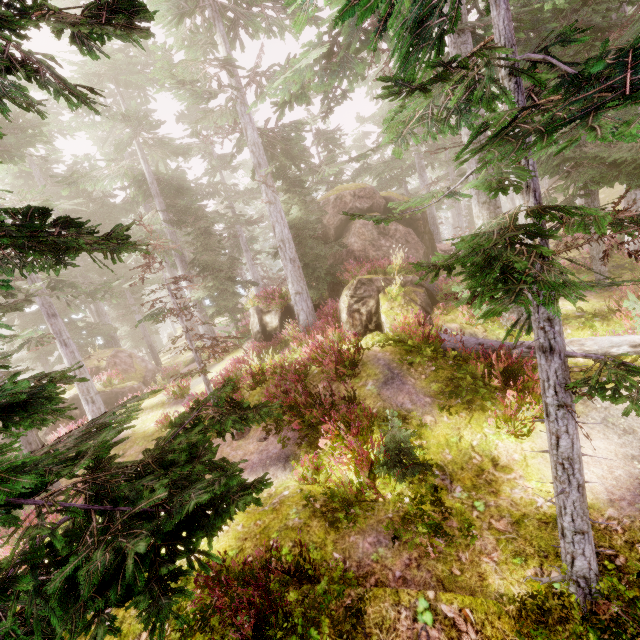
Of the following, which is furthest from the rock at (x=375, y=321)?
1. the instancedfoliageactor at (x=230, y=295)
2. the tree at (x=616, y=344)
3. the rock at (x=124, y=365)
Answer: the rock at (x=124, y=365)

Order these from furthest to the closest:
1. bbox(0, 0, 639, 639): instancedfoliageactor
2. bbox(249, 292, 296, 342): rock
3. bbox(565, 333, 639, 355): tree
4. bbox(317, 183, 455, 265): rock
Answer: bbox(249, 292, 296, 342): rock, bbox(317, 183, 455, 265): rock, bbox(565, 333, 639, 355): tree, bbox(0, 0, 639, 639): instancedfoliageactor

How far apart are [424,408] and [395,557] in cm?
338

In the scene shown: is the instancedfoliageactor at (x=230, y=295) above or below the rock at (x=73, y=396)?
above

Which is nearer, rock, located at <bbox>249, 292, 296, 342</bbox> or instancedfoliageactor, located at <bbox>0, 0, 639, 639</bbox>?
instancedfoliageactor, located at <bbox>0, 0, 639, 639</bbox>

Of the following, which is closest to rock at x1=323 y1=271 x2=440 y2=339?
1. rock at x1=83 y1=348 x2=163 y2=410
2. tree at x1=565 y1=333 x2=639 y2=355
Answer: tree at x1=565 y1=333 x2=639 y2=355

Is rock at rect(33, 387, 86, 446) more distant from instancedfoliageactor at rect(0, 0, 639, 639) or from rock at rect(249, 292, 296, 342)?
rock at rect(249, 292, 296, 342)
